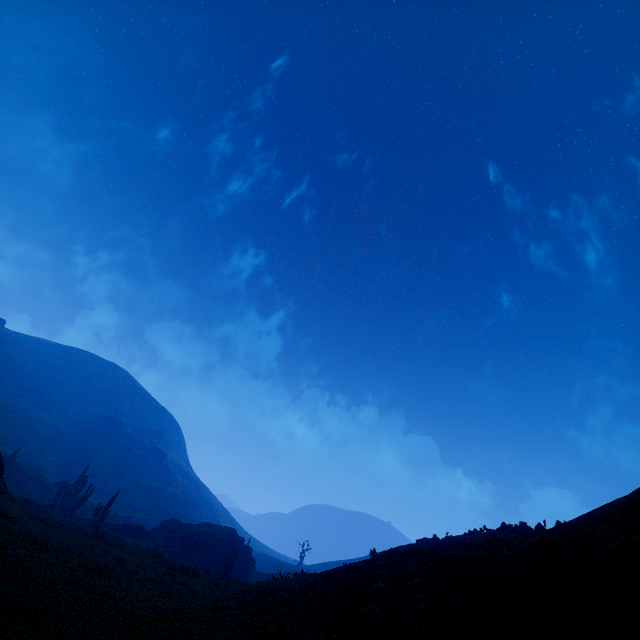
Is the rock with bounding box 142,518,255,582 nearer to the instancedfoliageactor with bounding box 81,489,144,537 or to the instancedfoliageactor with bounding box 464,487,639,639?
the instancedfoliageactor with bounding box 81,489,144,537

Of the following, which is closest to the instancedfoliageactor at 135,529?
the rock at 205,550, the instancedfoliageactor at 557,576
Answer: the rock at 205,550

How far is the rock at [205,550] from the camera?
39.6 meters

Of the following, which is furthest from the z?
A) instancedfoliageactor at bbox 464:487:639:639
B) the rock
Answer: the rock

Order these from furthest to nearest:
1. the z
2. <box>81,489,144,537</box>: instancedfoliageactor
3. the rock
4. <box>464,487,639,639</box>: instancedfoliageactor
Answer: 1. the rock
2. <box>81,489,144,537</box>: instancedfoliageactor
3. the z
4. <box>464,487,639,639</box>: instancedfoliageactor

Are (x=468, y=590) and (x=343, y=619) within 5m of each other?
yes

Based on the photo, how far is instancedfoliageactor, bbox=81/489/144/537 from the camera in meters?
33.9 m

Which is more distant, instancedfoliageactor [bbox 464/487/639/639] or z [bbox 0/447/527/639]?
z [bbox 0/447/527/639]
